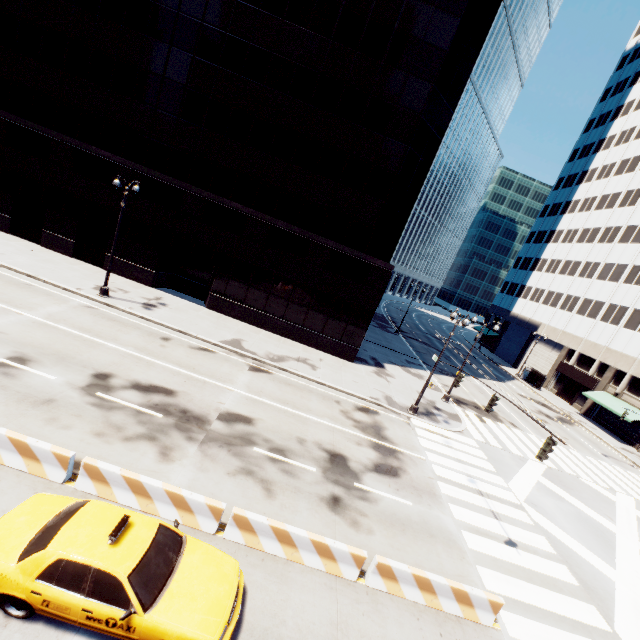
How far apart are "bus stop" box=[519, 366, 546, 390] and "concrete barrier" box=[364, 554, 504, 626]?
44.8m

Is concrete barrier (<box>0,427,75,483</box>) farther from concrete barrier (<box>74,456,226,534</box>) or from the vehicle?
the vehicle

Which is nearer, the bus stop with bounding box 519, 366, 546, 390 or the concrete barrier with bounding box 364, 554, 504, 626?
the concrete barrier with bounding box 364, 554, 504, 626

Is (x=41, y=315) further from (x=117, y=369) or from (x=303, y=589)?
(x=303, y=589)

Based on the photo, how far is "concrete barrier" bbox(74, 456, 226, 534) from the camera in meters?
8.6

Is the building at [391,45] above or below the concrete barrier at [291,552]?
above

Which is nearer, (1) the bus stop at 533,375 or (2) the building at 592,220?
(2) the building at 592,220
